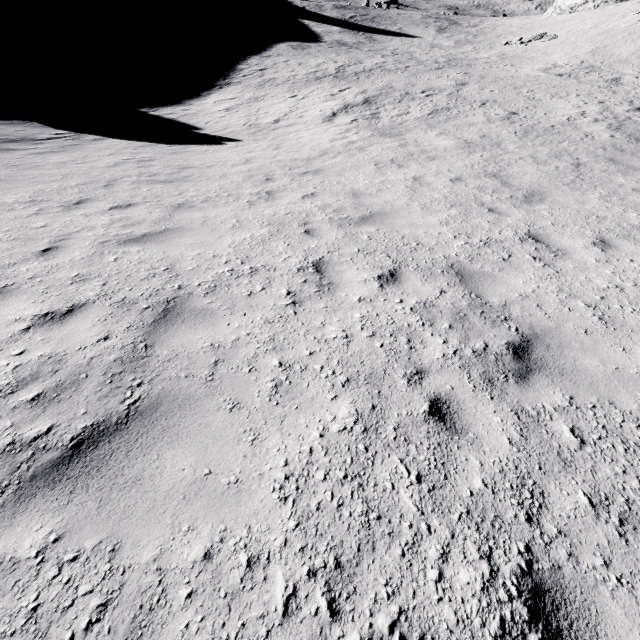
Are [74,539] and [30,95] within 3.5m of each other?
no
